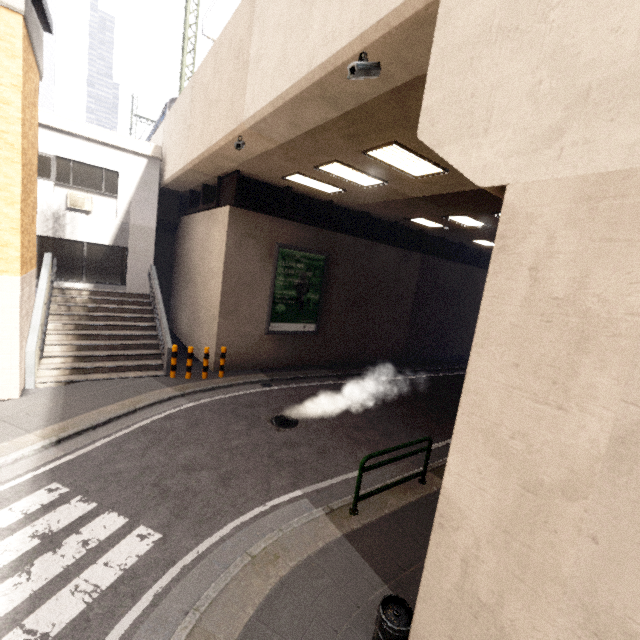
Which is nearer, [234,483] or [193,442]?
[234,483]

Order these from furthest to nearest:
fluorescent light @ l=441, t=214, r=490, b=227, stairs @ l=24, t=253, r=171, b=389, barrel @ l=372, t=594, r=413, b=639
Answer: fluorescent light @ l=441, t=214, r=490, b=227 → stairs @ l=24, t=253, r=171, b=389 → barrel @ l=372, t=594, r=413, b=639

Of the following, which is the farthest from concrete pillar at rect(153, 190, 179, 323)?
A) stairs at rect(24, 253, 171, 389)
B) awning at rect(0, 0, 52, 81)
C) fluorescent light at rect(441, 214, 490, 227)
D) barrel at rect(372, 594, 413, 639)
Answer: barrel at rect(372, 594, 413, 639)

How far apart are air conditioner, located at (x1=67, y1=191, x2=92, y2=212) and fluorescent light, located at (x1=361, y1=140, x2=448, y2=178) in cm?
1129

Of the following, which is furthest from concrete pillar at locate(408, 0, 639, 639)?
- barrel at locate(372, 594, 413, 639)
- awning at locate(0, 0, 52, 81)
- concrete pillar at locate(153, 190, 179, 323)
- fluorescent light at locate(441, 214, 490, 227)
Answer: concrete pillar at locate(153, 190, 179, 323)

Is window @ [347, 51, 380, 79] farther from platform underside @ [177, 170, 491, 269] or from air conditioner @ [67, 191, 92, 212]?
air conditioner @ [67, 191, 92, 212]

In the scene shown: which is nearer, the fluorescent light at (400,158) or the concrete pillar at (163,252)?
the fluorescent light at (400,158)

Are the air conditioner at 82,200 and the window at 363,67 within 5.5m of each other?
no
